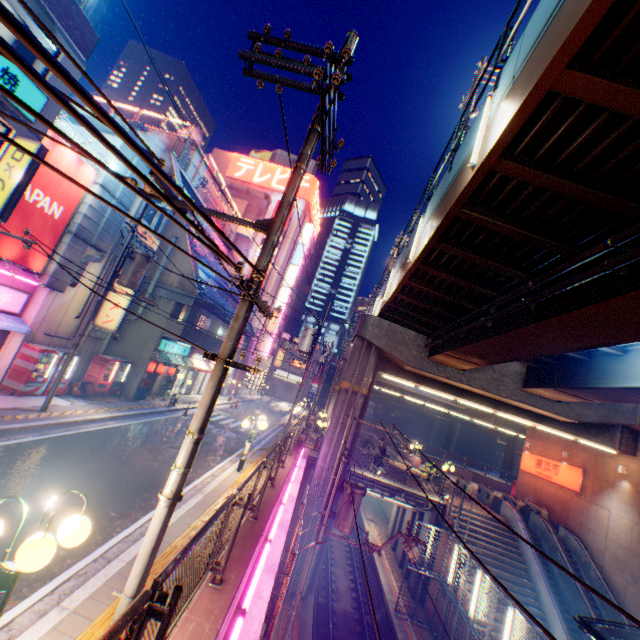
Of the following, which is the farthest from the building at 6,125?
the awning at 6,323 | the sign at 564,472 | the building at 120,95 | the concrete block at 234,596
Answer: the building at 120,95

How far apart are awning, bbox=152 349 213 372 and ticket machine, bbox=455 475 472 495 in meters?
22.0 m

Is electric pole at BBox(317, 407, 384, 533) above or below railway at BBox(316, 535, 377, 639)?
above

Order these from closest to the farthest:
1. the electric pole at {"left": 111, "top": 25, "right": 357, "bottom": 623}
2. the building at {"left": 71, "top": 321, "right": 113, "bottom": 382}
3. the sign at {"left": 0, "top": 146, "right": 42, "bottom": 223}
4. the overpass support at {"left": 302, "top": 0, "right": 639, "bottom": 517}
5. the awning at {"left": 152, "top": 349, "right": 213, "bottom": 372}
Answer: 1. the electric pole at {"left": 111, "top": 25, "right": 357, "bottom": 623}
2. the overpass support at {"left": 302, "top": 0, "right": 639, "bottom": 517}
3. the sign at {"left": 0, "top": 146, "right": 42, "bottom": 223}
4. the building at {"left": 71, "top": 321, "right": 113, "bottom": 382}
5. the awning at {"left": 152, "top": 349, "right": 213, "bottom": 372}

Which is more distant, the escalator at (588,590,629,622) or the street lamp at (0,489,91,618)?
the escalator at (588,590,629,622)

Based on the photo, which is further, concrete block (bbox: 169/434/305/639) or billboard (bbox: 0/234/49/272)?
billboard (bbox: 0/234/49/272)

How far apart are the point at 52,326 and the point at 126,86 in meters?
67.6 m

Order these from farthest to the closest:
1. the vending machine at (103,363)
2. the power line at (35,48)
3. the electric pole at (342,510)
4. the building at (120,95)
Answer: the building at (120,95) < the vending machine at (103,363) < the electric pole at (342,510) < the power line at (35,48)
